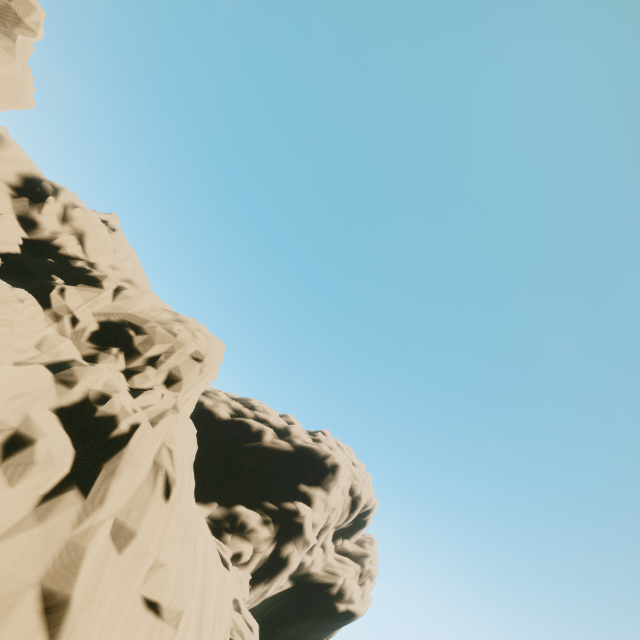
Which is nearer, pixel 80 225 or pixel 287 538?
pixel 80 225

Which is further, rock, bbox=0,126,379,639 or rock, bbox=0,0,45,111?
rock, bbox=0,0,45,111

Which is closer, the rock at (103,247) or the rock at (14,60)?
the rock at (103,247)
